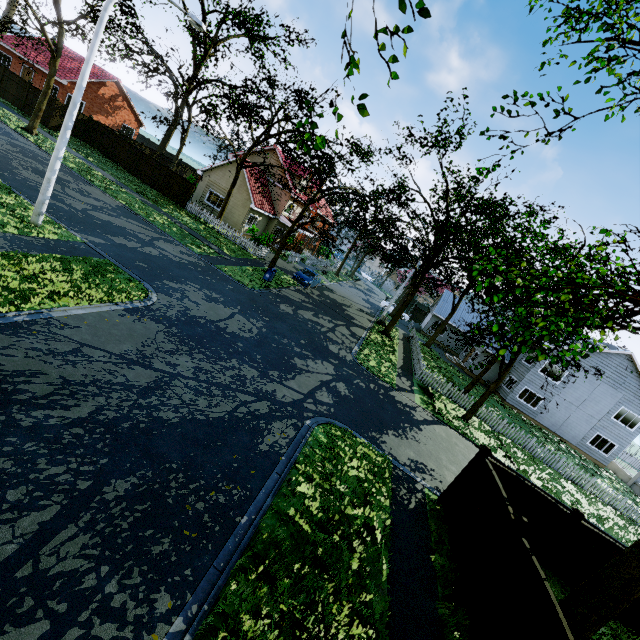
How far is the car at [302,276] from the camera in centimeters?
2728cm

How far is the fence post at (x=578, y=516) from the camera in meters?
8.9 m

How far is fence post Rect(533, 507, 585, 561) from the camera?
8.9 meters

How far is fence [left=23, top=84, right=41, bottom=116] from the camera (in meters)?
26.56

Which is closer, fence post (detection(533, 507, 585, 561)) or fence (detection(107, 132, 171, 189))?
fence post (detection(533, 507, 585, 561))

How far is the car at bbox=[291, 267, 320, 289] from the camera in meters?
27.3

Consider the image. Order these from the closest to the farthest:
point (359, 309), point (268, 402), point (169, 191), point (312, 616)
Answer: point (312, 616) → point (268, 402) → point (169, 191) → point (359, 309)

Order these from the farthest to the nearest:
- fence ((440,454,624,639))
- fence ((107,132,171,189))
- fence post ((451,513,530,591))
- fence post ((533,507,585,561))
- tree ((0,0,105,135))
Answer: fence ((107,132,171,189)), tree ((0,0,105,135)), fence post ((533,507,585,561)), fence post ((451,513,530,591)), fence ((440,454,624,639))
